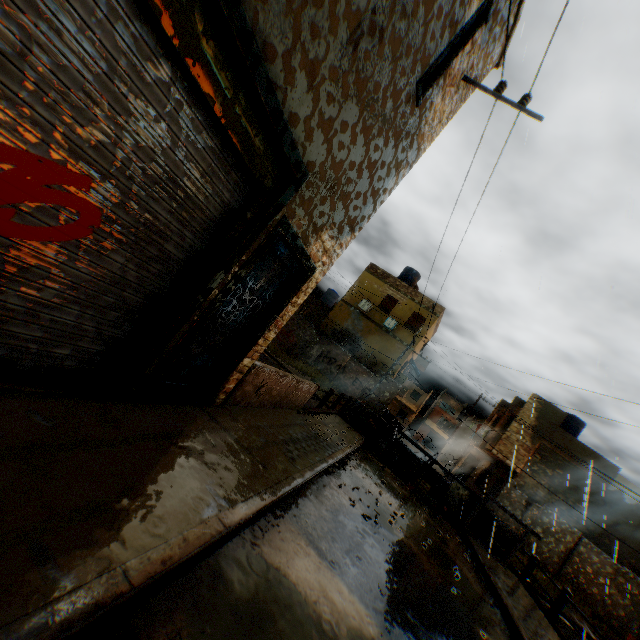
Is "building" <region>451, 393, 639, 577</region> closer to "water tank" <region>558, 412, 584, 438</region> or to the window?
the window

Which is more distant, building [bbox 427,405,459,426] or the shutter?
building [bbox 427,405,459,426]

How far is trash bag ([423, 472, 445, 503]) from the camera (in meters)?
13.48

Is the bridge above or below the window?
below

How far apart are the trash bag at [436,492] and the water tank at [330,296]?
23.38m

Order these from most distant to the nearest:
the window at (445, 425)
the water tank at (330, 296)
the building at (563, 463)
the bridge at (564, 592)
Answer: the window at (445, 425) → the water tank at (330, 296) → the building at (563, 463) → the bridge at (564, 592)

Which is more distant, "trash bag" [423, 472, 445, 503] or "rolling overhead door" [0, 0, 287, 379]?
"trash bag" [423, 472, 445, 503]

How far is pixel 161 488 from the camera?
2.9m
